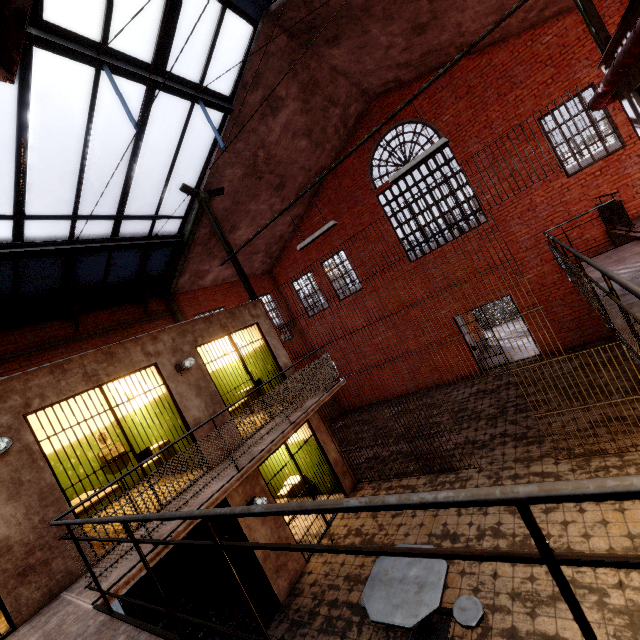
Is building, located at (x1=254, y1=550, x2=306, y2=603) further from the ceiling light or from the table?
the ceiling light

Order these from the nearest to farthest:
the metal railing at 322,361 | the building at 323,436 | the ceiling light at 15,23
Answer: the metal railing at 322,361
the ceiling light at 15,23
the building at 323,436

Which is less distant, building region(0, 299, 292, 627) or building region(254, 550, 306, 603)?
building region(0, 299, 292, 627)

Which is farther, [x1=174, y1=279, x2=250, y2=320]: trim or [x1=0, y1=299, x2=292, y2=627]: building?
[x1=174, y1=279, x2=250, y2=320]: trim

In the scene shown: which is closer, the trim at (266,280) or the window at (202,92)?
the window at (202,92)

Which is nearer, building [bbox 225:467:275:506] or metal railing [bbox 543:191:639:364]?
metal railing [bbox 543:191:639:364]

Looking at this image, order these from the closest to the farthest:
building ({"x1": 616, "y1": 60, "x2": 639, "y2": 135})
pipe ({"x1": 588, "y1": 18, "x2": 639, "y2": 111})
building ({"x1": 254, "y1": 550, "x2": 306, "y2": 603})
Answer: pipe ({"x1": 588, "y1": 18, "x2": 639, "y2": 111}) < building ({"x1": 616, "y1": 60, "x2": 639, "y2": 135}) < building ({"x1": 254, "y1": 550, "x2": 306, "y2": 603})

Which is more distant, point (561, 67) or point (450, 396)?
point (450, 396)
